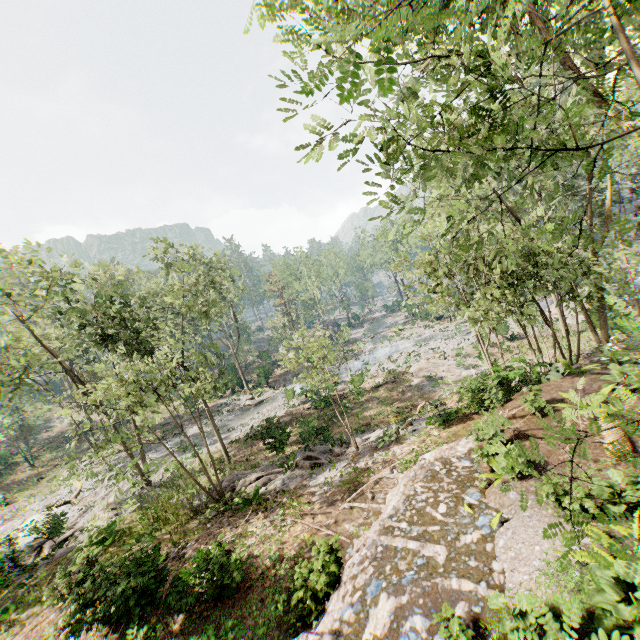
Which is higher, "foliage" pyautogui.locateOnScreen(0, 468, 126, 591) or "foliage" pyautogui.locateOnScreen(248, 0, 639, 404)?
"foliage" pyautogui.locateOnScreen(248, 0, 639, 404)

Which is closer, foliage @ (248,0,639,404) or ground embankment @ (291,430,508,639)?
foliage @ (248,0,639,404)

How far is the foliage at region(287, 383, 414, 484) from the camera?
16.69m

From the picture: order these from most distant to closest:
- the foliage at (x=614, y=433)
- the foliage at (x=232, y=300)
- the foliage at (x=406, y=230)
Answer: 1. the foliage at (x=232, y=300)
2. the foliage at (x=406, y=230)
3. the foliage at (x=614, y=433)

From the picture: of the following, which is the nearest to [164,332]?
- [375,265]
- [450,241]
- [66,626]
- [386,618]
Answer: [66,626]

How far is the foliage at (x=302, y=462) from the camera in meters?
16.7

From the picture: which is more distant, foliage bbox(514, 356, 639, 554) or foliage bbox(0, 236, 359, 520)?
foliage bbox(0, 236, 359, 520)
